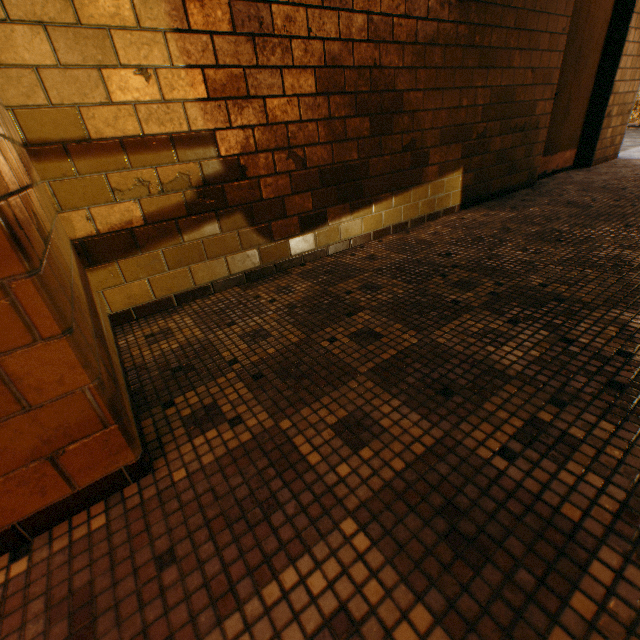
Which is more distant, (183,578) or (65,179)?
(65,179)
